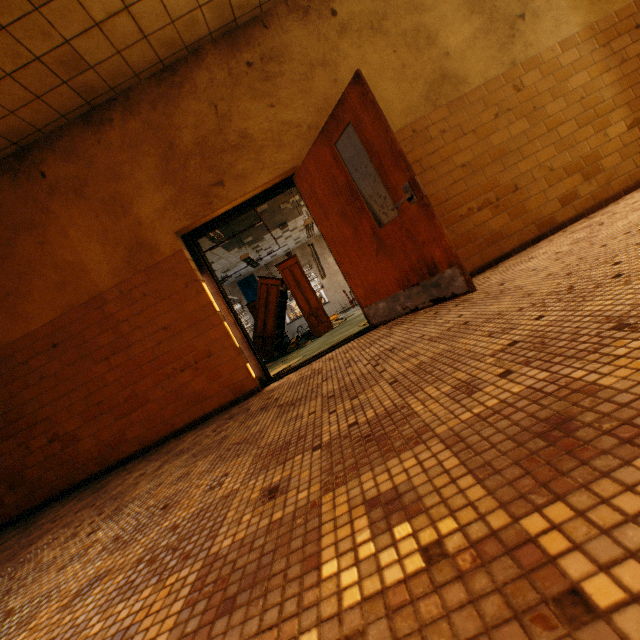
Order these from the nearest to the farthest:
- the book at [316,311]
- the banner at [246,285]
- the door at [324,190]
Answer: the door at [324,190], the book at [316,311], the banner at [246,285]

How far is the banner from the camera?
16.14m

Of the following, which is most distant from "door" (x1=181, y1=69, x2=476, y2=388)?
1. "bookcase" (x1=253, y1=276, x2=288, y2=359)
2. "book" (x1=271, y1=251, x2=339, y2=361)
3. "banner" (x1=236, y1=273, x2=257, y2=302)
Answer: "banner" (x1=236, y1=273, x2=257, y2=302)

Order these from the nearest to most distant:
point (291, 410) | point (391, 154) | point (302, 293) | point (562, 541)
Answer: point (562, 541)
point (291, 410)
point (391, 154)
point (302, 293)

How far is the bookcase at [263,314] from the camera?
8.59m

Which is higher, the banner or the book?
the banner

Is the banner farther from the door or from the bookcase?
the door
